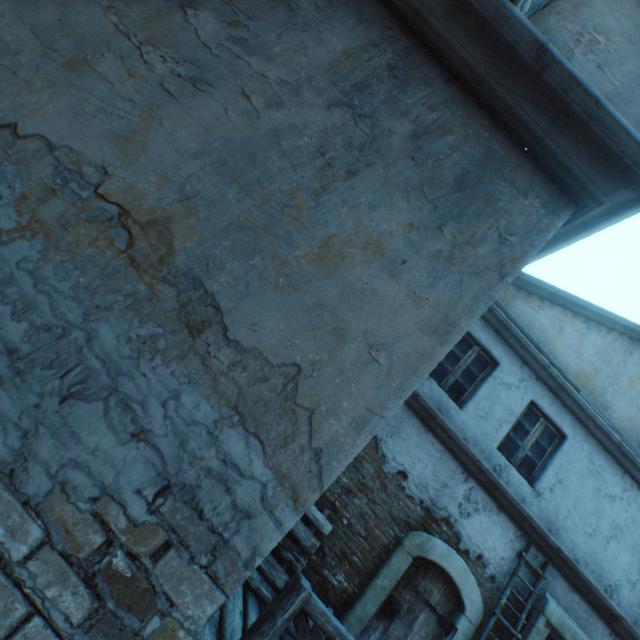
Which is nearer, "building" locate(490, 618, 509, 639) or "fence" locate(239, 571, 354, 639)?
"fence" locate(239, 571, 354, 639)

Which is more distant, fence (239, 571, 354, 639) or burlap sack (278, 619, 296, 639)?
burlap sack (278, 619, 296, 639)

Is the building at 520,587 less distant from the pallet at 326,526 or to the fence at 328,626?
the pallet at 326,526

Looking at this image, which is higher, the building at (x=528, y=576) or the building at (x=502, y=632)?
the building at (x=528, y=576)

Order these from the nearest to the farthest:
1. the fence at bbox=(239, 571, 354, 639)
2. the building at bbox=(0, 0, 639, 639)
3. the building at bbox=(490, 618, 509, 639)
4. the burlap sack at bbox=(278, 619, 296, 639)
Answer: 1. the building at bbox=(0, 0, 639, 639)
2. the fence at bbox=(239, 571, 354, 639)
3. the burlap sack at bbox=(278, 619, 296, 639)
4. the building at bbox=(490, 618, 509, 639)

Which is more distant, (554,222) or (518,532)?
(518,532)

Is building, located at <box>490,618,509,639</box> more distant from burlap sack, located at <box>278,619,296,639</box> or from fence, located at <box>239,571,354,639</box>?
fence, located at <box>239,571,354,639</box>

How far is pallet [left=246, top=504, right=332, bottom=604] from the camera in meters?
4.6 m
